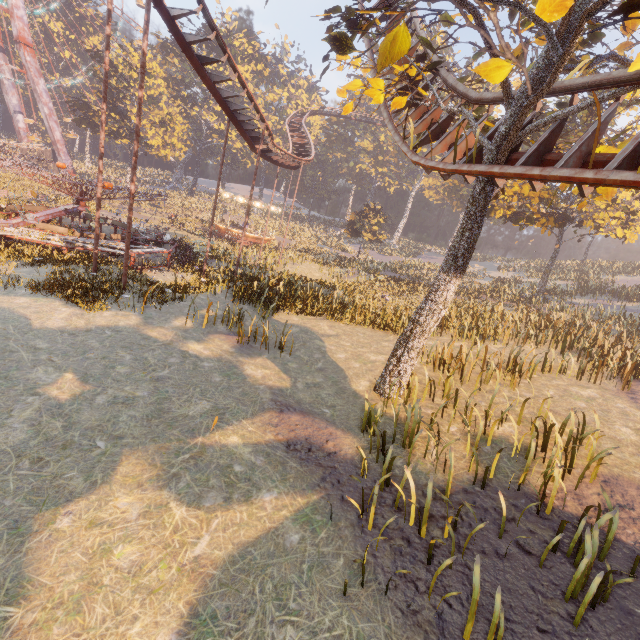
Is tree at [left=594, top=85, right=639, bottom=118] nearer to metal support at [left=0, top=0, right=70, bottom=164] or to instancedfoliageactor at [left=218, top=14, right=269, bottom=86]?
instancedfoliageactor at [left=218, top=14, right=269, bottom=86]

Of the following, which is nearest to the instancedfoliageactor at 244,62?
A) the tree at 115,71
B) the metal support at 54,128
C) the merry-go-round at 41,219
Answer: the tree at 115,71

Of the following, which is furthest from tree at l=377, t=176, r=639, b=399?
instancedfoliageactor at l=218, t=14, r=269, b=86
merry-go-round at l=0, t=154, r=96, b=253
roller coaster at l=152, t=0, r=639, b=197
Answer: instancedfoliageactor at l=218, t=14, r=269, b=86

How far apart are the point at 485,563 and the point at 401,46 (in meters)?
8.38

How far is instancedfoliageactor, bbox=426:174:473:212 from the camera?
44.3m

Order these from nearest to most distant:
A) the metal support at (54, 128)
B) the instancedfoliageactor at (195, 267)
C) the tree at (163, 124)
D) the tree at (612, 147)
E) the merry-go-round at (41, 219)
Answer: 1. the tree at (612, 147)
2. the instancedfoliageactor at (195, 267)
3. the merry-go-round at (41, 219)
4. the metal support at (54, 128)
5. the tree at (163, 124)

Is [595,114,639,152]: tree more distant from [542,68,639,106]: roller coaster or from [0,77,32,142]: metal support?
[0,77,32,142]: metal support

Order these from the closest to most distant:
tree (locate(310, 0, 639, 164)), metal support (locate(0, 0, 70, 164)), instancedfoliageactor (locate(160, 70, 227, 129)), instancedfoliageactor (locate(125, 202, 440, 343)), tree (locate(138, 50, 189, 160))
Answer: tree (locate(310, 0, 639, 164))
instancedfoliageactor (locate(125, 202, 440, 343))
metal support (locate(0, 0, 70, 164))
tree (locate(138, 50, 189, 160))
instancedfoliageactor (locate(160, 70, 227, 129))
